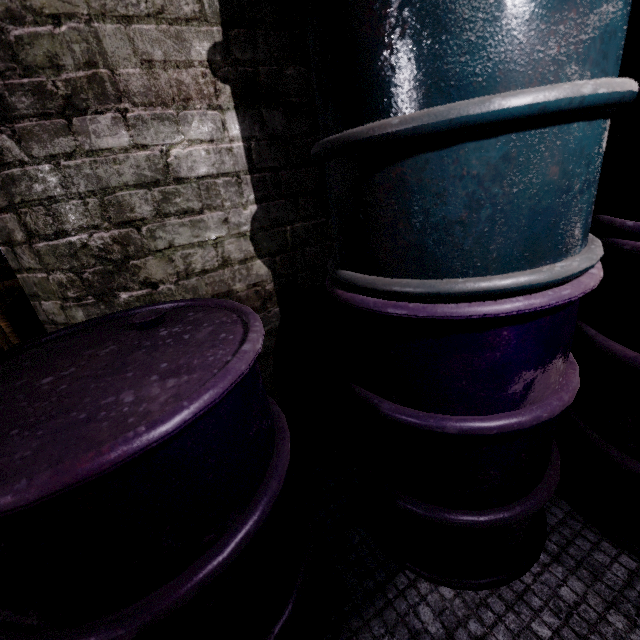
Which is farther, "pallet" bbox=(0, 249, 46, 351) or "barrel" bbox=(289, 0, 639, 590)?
"pallet" bbox=(0, 249, 46, 351)

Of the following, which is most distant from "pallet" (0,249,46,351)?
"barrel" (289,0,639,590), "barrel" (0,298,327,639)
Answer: "barrel" (289,0,639,590)

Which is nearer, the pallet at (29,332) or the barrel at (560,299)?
the barrel at (560,299)

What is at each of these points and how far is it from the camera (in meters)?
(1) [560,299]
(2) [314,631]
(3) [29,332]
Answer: (1) barrel, 0.66
(2) barrel, 1.01
(3) pallet, 1.81

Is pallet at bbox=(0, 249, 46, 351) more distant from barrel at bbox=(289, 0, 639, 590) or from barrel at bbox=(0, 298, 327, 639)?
barrel at bbox=(289, 0, 639, 590)

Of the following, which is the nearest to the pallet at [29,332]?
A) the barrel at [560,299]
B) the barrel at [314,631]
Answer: the barrel at [314,631]
